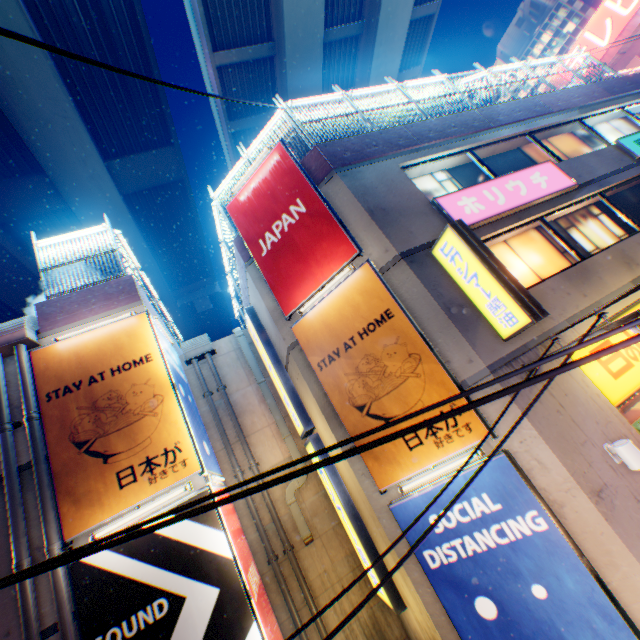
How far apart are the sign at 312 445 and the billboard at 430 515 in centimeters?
218cm

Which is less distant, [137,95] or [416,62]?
[137,95]

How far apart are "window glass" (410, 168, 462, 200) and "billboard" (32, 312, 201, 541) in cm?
752

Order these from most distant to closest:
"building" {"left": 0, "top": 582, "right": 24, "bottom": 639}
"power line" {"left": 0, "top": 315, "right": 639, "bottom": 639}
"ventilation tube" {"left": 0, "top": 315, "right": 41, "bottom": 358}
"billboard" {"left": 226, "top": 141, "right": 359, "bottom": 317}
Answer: "billboard" {"left": 226, "top": 141, "right": 359, "bottom": 317} → "ventilation tube" {"left": 0, "top": 315, "right": 41, "bottom": 358} → "building" {"left": 0, "top": 582, "right": 24, "bottom": 639} → "power line" {"left": 0, "top": 315, "right": 639, "bottom": 639}

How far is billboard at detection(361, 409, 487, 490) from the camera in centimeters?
605cm

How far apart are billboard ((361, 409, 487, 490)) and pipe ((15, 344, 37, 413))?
5.80m

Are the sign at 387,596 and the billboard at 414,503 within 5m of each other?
yes

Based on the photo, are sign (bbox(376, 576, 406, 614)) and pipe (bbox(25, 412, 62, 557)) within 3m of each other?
no
